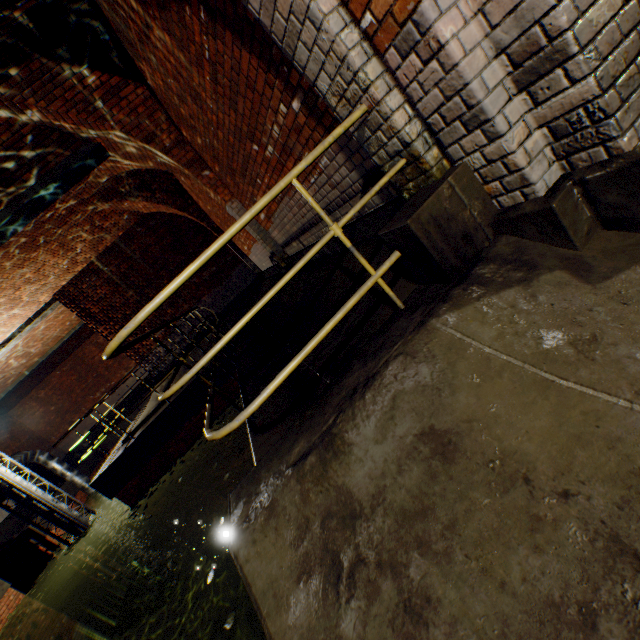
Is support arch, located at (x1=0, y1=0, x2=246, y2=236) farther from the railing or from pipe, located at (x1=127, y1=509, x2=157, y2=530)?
pipe, located at (x1=127, y1=509, x2=157, y2=530)

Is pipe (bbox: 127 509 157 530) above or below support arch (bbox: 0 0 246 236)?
below

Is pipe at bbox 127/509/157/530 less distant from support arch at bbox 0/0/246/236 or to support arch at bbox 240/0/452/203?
support arch at bbox 240/0/452/203

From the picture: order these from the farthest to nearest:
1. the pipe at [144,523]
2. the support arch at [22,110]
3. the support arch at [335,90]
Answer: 1. the pipe at [144,523]
2. the support arch at [22,110]
3. the support arch at [335,90]

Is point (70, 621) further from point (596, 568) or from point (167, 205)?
point (596, 568)

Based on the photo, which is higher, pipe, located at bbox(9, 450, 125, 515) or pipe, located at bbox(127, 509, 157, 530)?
pipe, located at bbox(9, 450, 125, 515)

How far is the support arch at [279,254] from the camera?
6.4 meters

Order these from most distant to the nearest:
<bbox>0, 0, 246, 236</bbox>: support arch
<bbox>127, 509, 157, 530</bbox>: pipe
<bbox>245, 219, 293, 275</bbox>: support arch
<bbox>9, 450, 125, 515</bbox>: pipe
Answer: <bbox>127, 509, 157, 530</bbox>: pipe
<bbox>9, 450, 125, 515</bbox>: pipe
<bbox>245, 219, 293, 275</bbox>: support arch
<bbox>0, 0, 246, 236</bbox>: support arch
